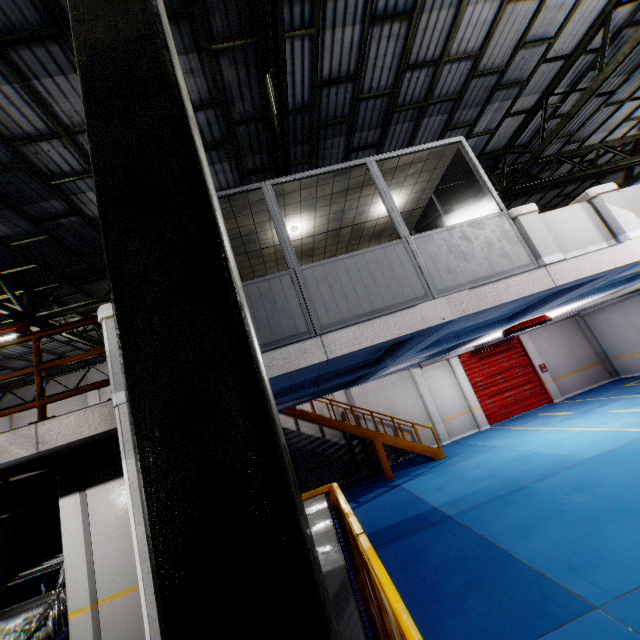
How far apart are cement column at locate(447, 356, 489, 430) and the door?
0.0m

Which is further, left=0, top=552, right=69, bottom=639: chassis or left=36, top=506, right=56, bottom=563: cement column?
left=36, top=506, right=56, bottom=563: cement column

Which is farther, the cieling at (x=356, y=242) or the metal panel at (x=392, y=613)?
the cieling at (x=356, y=242)

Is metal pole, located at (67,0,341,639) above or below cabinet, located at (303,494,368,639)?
above

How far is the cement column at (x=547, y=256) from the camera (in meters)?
5.46

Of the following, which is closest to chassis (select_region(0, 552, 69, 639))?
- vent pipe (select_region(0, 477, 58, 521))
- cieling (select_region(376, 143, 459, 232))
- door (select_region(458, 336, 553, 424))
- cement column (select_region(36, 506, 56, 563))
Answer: vent pipe (select_region(0, 477, 58, 521))

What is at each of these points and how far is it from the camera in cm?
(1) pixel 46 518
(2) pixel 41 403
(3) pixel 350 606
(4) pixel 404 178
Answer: (1) cement column, 1061
(2) metal handrail, 441
(3) cabinet, 187
(4) cieling, 682

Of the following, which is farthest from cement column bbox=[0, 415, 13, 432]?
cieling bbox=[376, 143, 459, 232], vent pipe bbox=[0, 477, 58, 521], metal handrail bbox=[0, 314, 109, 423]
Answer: cieling bbox=[376, 143, 459, 232]
